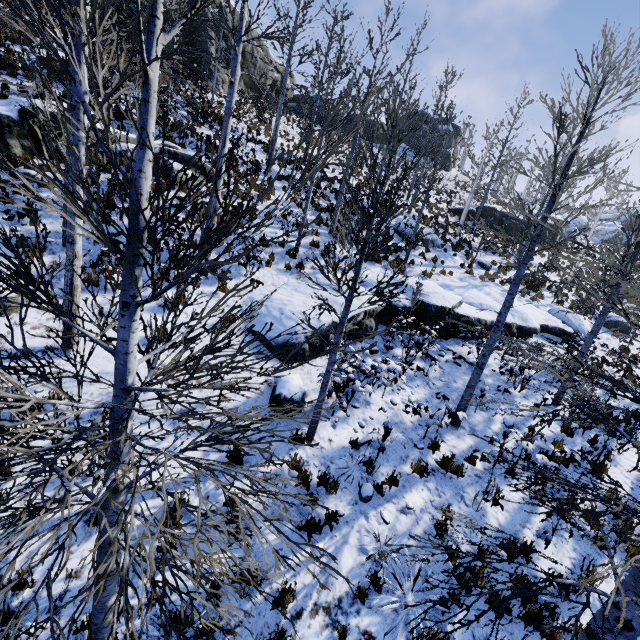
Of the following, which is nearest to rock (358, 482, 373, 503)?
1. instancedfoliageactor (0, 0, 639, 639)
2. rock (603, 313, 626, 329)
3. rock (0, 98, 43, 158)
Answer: instancedfoliageactor (0, 0, 639, 639)

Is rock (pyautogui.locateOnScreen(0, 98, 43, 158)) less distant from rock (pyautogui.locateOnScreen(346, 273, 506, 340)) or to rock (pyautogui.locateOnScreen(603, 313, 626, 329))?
rock (pyautogui.locateOnScreen(346, 273, 506, 340))

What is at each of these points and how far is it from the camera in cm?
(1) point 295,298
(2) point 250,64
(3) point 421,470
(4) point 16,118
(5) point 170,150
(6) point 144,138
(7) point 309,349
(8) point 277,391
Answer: (1) rock, 938
(2) rock, 2845
(3) instancedfoliageactor, 687
(4) rock, 870
(5) rock, 1120
(6) instancedfoliageactor, 210
(7) rock, 838
(8) rock, 702

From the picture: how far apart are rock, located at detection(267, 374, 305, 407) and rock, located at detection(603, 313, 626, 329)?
19.9 meters

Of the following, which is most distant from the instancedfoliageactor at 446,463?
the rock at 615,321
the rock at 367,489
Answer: the rock at 615,321

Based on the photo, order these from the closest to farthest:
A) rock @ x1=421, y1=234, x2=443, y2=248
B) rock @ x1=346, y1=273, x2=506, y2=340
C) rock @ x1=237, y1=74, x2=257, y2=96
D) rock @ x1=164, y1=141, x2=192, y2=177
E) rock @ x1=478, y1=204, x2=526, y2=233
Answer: rock @ x1=346, y1=273, x2=506, y2=340 < rock @ x1=164, y1=141, x2=192, y2=177 < rock @ x1=421, y1=234, x2=443, y2=248 < rock @ x1=478, y1=204, x2=526, y2=233 < rock @ x1=237, y1=74, x2=257, y2=96

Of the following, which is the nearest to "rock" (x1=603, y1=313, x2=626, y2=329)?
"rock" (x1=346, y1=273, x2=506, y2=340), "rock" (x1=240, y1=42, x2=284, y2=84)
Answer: "rock" (x1=346, y1=273, x2=506, y2=340)

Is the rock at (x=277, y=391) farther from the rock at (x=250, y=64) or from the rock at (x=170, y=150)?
the rock at (x=250, y=64)
